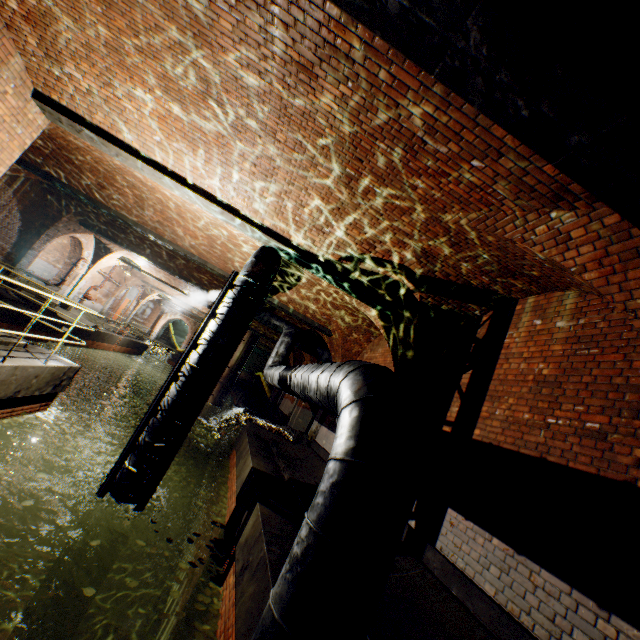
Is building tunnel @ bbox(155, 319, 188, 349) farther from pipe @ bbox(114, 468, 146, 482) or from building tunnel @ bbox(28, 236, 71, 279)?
pipe @ bbox(114, 468, 146, 482)

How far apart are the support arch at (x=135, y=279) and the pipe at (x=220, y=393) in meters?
9.1 m

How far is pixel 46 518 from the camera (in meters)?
10.55

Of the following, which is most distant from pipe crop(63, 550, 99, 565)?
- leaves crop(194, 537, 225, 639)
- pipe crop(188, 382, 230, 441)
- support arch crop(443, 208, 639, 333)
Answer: pipe crop(188, 382, 230, 441)

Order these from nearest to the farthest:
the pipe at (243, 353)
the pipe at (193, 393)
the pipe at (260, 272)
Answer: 1. the pipe at (193, 393)
2. the pipe at (260, 272)
3. the pipe at (243, 353)

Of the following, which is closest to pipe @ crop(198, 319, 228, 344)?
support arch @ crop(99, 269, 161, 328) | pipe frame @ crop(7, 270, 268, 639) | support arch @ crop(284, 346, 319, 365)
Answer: pipe frame @ crop(7, 270, 268, 639)

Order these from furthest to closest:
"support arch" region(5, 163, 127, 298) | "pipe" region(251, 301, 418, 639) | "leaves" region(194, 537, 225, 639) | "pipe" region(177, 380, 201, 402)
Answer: "support arch" region(5, 163, 127, 298) → "pipe" region(177, 380, 201, 402) → "leaves" region(194, 537, 225, 639) → "pipe" region(251, 301, 418, 639)

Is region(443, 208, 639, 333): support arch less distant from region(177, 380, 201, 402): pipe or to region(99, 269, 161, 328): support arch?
region(177, 380, 201, 402): pipe
